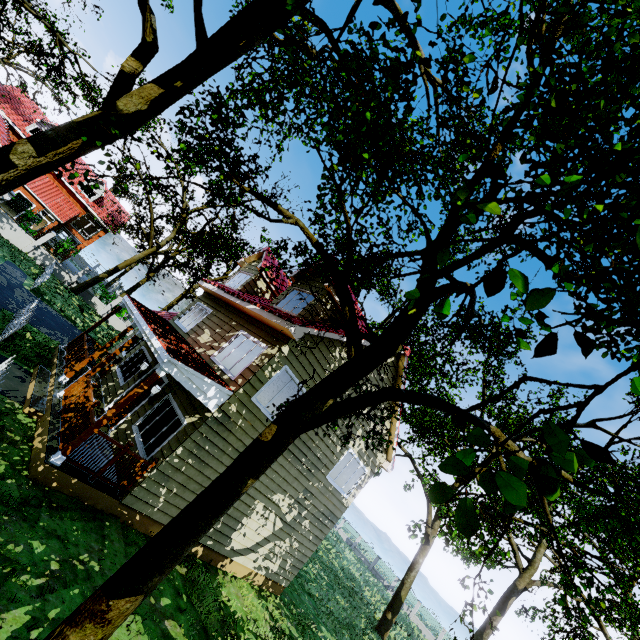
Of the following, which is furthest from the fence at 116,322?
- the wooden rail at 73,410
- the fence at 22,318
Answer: the fence at 22,318

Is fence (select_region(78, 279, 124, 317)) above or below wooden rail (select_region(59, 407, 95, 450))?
below

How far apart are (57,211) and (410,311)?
42.5m

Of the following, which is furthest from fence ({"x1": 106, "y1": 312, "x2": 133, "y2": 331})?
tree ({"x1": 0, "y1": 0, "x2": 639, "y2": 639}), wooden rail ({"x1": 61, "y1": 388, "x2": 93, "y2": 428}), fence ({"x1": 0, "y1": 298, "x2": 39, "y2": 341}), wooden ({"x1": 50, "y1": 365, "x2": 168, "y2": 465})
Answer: wooden ({"x1": 50, "y1": 365, "x2": 168, "y2": 465})

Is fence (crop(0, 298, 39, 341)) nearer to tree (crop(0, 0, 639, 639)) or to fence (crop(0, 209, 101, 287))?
tree (crop(0, 0, 639, 639))

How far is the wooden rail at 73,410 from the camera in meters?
7.9 m

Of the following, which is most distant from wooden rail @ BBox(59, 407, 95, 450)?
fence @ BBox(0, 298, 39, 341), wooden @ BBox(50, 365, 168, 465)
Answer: fence @ BBox(0, 298, 39, 341)

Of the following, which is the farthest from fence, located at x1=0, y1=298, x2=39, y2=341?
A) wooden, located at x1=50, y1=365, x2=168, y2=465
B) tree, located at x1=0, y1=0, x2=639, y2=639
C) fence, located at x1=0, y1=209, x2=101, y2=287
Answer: fence, located at x1=0, y1=209, x2=101, y2=287
